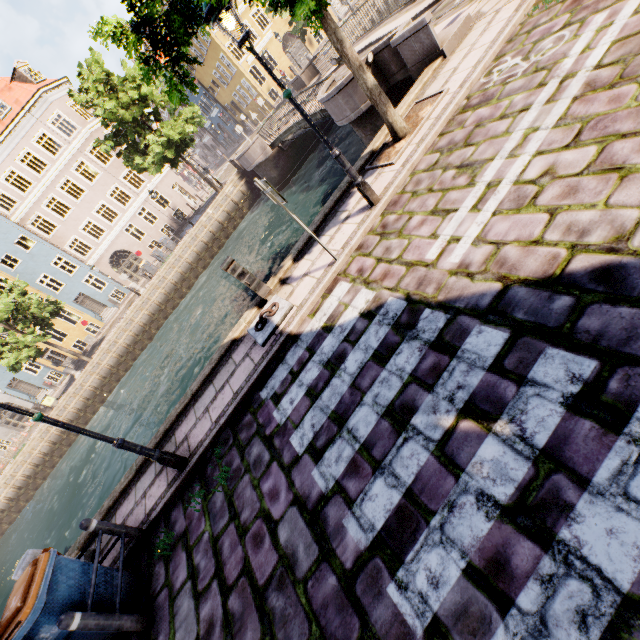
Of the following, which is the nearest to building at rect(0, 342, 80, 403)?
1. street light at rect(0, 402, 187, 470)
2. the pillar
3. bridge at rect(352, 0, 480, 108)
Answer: street light at rect(0, 402, 187, 470)

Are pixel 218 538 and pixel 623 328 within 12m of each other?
yes

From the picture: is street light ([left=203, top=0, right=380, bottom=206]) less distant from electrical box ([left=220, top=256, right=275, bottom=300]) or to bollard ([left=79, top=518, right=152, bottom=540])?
electrical box ([left=220, top=256, right=275, bottom=300])

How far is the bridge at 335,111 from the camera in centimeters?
1017cm

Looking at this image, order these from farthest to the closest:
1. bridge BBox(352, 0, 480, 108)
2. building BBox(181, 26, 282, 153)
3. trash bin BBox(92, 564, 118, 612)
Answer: building BBox(181, 26, 282, 153) < bridge BBox(352, 0, 480, 108) < trash bin BBox(92, 564, 118, 612)

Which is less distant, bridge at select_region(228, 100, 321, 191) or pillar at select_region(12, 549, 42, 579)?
pillar at select_region(12, 549, 42, 579)

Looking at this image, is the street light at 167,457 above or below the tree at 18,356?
below

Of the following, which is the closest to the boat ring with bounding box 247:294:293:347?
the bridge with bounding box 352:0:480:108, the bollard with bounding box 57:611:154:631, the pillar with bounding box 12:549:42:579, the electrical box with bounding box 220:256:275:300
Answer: the electrical box with bounding box 220:256:275:300
